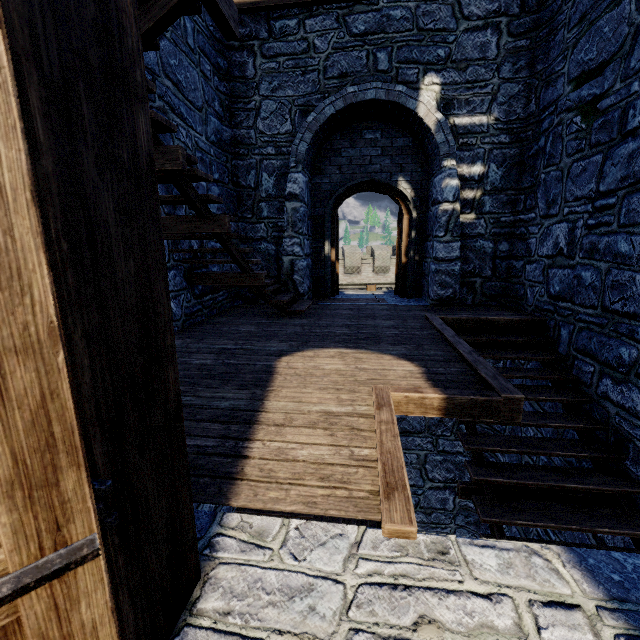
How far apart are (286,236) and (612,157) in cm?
530
